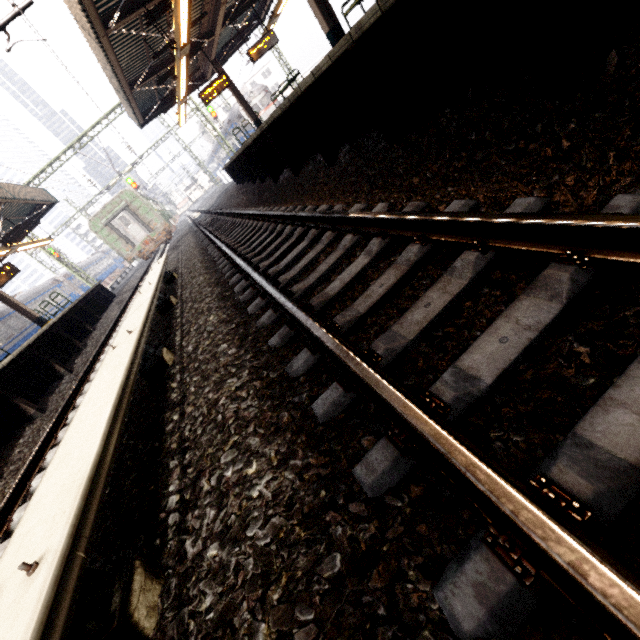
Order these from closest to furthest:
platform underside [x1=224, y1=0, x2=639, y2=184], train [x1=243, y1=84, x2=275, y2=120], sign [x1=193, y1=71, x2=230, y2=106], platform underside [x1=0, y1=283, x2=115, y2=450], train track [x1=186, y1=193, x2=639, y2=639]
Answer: train track [x1=186, y1=193, x2=639, y2=639] < platform underside [x1=224, y1=0, x2=639, y2=184] < platform underside [x1=0, y1=283, x2=115, y2=450] < sign [x1=193, y1=71, x2=230, y2=106] < train [x1=243, y1=84, x2=275, y2=120]

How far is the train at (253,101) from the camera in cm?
2791

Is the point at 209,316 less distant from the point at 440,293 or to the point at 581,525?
the point at 440,293

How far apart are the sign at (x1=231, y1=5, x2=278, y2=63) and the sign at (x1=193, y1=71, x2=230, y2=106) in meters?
1.3 m

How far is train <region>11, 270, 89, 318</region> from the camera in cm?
2317

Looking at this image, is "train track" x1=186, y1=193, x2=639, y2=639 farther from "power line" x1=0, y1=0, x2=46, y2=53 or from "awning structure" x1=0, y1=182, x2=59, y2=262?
"awning structure" x1=0, y1=182, x2=59, y2=262

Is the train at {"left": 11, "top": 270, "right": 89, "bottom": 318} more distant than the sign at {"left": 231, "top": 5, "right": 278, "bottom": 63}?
Yes

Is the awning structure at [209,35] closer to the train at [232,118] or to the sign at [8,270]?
the sign at [8,270]
